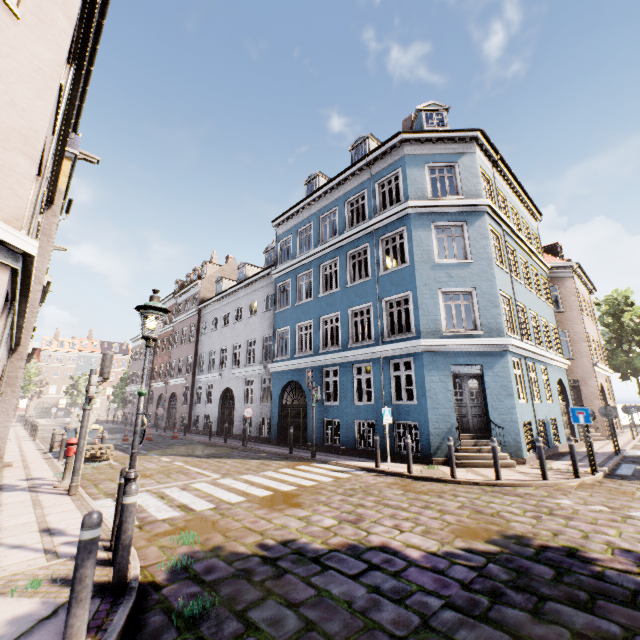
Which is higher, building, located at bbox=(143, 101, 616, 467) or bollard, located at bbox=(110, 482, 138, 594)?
building, located at bbox=(143, 101, 616, 467)

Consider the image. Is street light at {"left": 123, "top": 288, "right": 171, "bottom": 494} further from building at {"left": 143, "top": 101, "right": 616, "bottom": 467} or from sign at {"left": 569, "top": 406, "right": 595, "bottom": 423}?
sign at {"left": 569, "top": 406, "right": 595, "bottom": 423}

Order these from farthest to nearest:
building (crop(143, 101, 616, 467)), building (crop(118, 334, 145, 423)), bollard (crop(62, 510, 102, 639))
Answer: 1. building (crop(118, 334, 145, 423))
2. building (crop(143, 101, 616, 467))
3. bollard (crop(62, 510, 102, 639))

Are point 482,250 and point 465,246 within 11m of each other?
yes

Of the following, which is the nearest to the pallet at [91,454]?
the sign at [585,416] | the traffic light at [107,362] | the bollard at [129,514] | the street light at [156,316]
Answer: the traffic light at [107,362]

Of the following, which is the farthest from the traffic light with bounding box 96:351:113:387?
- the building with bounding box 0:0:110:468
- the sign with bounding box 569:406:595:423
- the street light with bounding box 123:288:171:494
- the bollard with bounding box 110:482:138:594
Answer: the sign with bounding box 569:406:595:423

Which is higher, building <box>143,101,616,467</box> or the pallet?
building <box>143,101,616,467</box>

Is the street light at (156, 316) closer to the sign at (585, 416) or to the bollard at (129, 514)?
the bollard at (129, 514)
